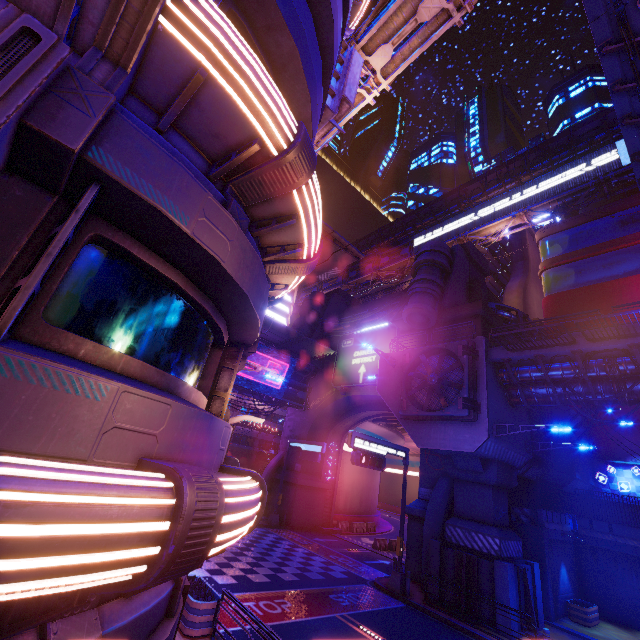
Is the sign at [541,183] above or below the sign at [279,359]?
above

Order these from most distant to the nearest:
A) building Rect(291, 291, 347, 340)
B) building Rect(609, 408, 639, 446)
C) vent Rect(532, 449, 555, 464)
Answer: building Rect(291, 291, 347, 340), building Rect(609, 408, 639, 446), vent Rect(532, 449, 555, 464)

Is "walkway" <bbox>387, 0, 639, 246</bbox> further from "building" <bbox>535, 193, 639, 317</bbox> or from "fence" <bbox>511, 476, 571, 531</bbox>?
"fence" <bbox>511, 476, 571, 531</bbox>

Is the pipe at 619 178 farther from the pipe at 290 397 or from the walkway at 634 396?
the pipe at 290 397

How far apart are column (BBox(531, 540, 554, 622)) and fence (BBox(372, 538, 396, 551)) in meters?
12.8

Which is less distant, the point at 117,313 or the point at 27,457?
the point at 27,457

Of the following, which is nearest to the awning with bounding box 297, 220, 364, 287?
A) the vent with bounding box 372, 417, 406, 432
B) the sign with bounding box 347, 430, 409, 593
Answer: the sign with bounding box 347, 430, 409, 593

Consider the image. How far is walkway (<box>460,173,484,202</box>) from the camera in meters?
46.2 m
